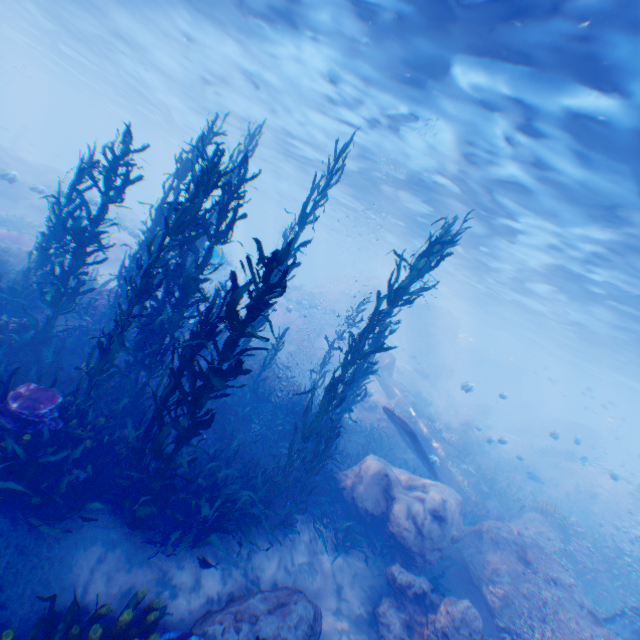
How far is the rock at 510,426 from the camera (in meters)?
24.47

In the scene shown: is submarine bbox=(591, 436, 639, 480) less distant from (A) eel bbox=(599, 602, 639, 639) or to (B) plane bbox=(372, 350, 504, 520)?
(B) plane bbox=(372, 350, 504, 520)

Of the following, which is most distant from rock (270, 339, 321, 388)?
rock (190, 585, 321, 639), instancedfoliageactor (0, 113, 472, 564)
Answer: rock (190, 585, 321, 639)

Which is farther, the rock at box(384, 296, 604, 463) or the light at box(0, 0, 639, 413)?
the rock at box(384, 296, 604, 463)

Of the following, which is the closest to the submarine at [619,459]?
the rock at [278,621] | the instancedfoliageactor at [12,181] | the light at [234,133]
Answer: the light at [234,133]

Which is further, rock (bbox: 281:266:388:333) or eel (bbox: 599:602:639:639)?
rock (bbox: 281:266:388:333)

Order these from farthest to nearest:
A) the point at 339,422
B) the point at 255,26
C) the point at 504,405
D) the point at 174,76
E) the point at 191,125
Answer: the point at 504,405, the point at 191,125, the point at 174,76, the point at 255,26, the point at 339,422

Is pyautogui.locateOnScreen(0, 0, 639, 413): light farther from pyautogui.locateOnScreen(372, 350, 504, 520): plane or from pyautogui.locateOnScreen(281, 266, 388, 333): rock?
pyautogui.locateOnScreen(372, 350, 504, 520): plane
